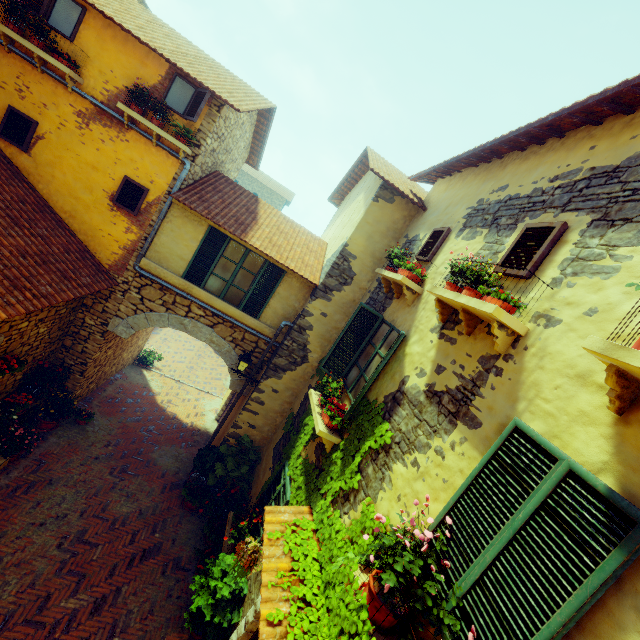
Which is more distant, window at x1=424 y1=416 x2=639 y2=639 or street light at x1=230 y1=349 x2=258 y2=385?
street light at x1=230 y1=349 x2=258 y2=385

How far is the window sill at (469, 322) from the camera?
3.3 meters

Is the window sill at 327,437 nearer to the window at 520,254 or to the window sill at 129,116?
the window at 520,254

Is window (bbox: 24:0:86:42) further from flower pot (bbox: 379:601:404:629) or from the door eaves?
the door eaves

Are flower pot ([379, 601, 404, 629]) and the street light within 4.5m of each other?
no

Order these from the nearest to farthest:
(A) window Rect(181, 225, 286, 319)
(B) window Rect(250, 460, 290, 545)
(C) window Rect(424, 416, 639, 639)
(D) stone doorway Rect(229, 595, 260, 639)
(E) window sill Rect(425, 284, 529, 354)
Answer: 1. (C) window Rect(424, 416, 639, 639)
2. (E) window sill Rect(425, 284, 529, 354)
3. (D) stone doorway Rect(229, 595, 260, 639)
4. (B) window Rect(250, 460, 290, 545)
5. (A) window Rect(181, 225, 286, 319)

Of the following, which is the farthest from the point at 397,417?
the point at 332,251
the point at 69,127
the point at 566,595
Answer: the point at 69,127

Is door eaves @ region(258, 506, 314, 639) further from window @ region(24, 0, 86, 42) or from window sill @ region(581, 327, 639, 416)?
window sill @ region(581, 327, 639, 416)
